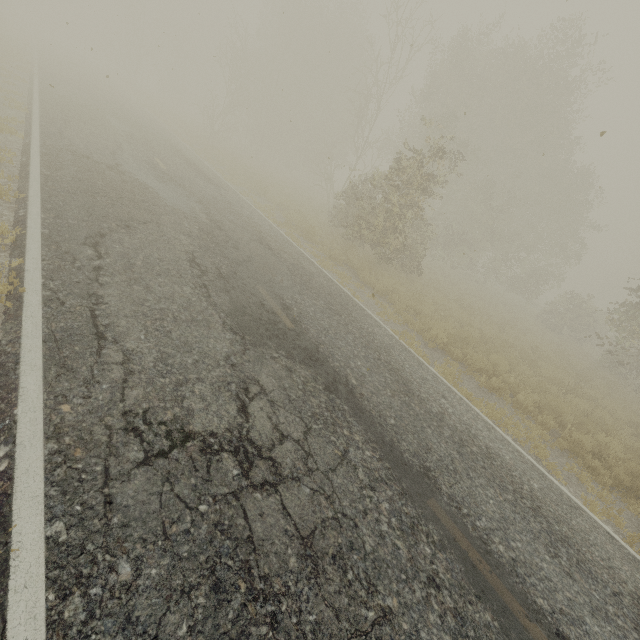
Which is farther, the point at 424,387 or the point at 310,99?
the point at 310,99
